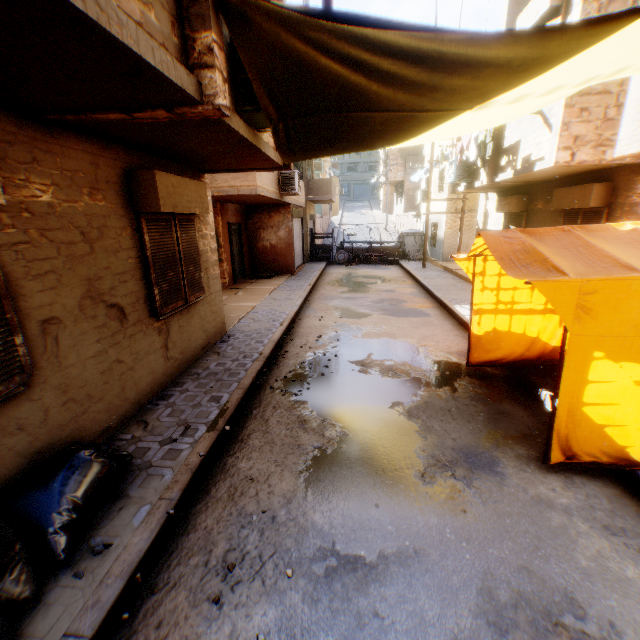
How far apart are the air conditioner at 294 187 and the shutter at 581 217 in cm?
837

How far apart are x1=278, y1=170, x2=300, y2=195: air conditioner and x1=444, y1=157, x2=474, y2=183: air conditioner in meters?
4.9 m

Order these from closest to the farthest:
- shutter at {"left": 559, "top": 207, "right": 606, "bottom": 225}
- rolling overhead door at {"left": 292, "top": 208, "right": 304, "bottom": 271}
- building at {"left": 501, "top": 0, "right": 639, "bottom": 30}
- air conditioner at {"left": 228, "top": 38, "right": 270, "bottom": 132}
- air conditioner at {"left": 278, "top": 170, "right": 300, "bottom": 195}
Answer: air conditioner at {"left": 228, "top": 38, "right": 270, "bottom": 132}, building at {"left": 501, "top": 0, "right": 639, "bottom": 30}, shutter at {"left": 559, "top": 207, "right": 606, "bottom": 225}, air conditioner at {"left": 278, "top": 170, "right": 300, "bottom": 195}, rolling overhead door at {"left": 292, "top": 208, "right": 304, "bottom": 271}

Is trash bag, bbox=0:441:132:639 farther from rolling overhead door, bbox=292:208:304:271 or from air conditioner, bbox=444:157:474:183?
rolling overhead door, bbox=292:208:304:271

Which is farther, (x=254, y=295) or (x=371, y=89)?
(x=254, y=295)

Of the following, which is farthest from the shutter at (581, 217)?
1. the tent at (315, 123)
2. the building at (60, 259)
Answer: the tent at (315, 123)

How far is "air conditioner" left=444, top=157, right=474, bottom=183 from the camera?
11.8m

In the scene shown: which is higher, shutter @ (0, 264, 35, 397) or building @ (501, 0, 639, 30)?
building @ (501, 0, 639, 30)
